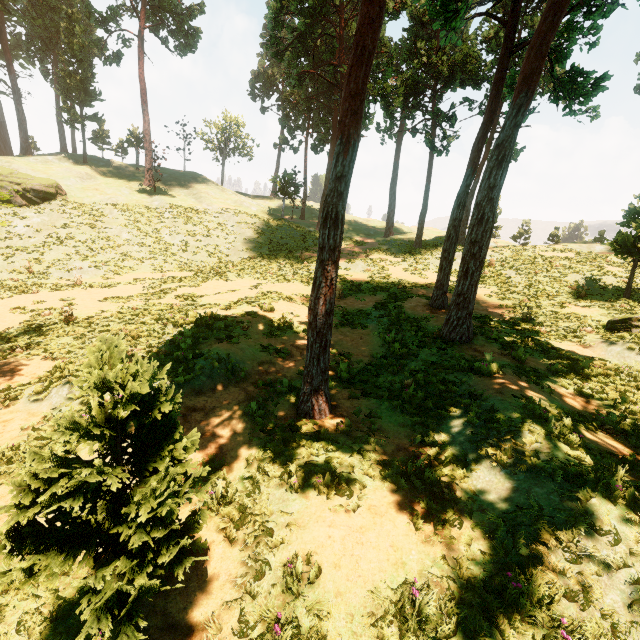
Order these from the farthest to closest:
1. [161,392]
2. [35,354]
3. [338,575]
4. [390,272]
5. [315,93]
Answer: [315,93]
[390,272]
[35,354]
[338,575]
[161,392]

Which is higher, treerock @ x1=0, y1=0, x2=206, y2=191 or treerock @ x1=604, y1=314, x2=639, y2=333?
treerock @ x1=0, y1=0, x2=206, y2=191

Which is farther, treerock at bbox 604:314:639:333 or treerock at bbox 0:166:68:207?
treerock at bbox 0:166:68:207

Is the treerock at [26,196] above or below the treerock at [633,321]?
above

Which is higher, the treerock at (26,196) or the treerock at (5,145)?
the treerock at (5,145)

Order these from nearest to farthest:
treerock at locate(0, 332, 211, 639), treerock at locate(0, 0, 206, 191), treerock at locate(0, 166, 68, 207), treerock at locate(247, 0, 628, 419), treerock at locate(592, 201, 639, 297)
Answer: treerock at locate(0, 332, 211, 639)
treerock at locate(247, 0, 628, 419)
treerock at locate(592, 201, 639, 297)
treerock at locate(0, 166, 68, 207)
treerock at locate(0, 0, 206, 191)
